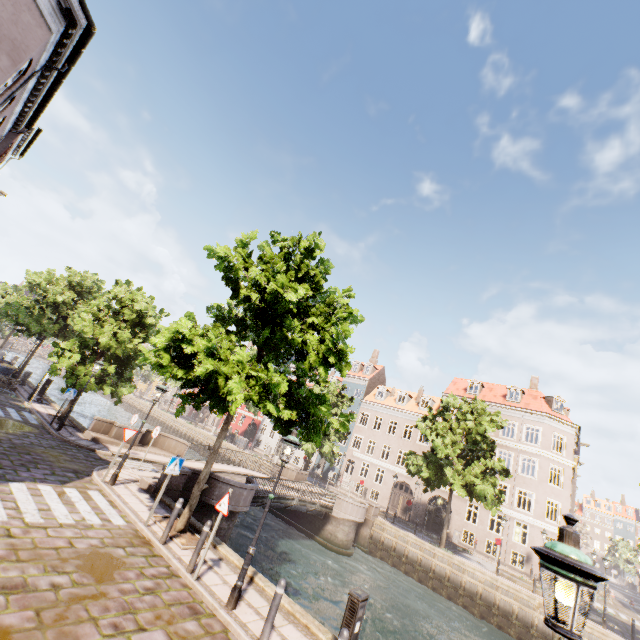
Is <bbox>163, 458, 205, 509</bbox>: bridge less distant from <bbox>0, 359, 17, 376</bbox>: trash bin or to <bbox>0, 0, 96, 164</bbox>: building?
<bbox>0, 0, 96, 164</bbox>: building

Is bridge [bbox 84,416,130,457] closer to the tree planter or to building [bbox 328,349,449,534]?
the tree planter

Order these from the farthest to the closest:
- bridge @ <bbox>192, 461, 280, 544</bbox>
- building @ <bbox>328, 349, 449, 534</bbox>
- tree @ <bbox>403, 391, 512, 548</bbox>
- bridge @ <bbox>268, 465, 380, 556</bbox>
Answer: building @ <bbox>328, 349, 449, 534</bbox>, tree @ <bbox>403, 391, 512, 548</bbox>, bridge @ <bbox>268, 465, 380, 556</bbox>, bridge @ <bbox>192, 461, 280, 544</bbox>

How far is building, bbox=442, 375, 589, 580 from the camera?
28.3m

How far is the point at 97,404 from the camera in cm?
4959

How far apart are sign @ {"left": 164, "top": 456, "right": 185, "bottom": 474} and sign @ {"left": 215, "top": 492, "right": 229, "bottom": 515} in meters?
2.4

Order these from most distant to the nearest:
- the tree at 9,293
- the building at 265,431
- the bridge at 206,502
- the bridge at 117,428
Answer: the building at 265,431
the bridge at 117,428
the bridge at 206,502
the tree at 9,293

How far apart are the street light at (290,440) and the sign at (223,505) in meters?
0.8 m
